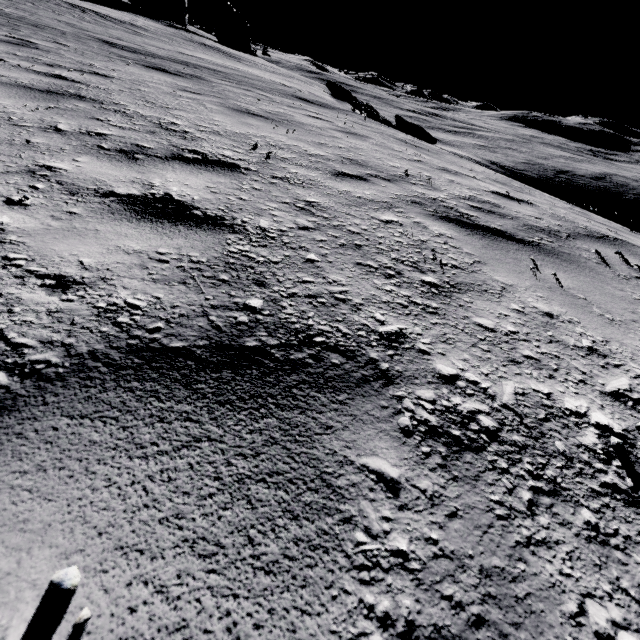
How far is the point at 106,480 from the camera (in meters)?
0.64

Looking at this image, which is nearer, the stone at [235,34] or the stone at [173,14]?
the stone at [173,14]

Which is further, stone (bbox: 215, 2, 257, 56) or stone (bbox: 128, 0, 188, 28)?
stone (bbox: 215, 2, 257, 56)
